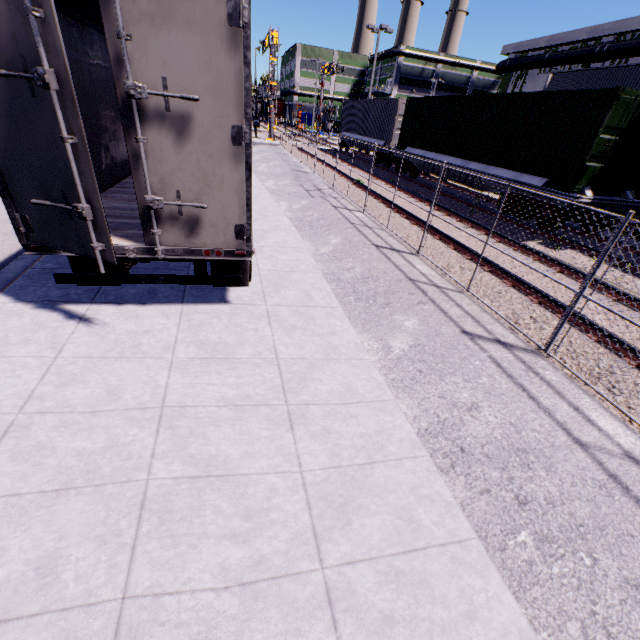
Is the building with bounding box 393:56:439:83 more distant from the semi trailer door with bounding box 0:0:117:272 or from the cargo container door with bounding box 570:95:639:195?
the semi trailer door with bounding box 0:0:117:272

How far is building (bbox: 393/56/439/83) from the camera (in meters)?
58.53

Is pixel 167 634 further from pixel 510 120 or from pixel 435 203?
pixel 510 120

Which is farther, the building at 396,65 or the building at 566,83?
the building at 396,65

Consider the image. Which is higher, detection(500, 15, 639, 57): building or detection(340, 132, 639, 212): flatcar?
detection(500, 15, 639, 57): building

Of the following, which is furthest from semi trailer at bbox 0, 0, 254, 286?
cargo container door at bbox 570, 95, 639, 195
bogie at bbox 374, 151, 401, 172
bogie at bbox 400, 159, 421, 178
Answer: bogie at bbox 374, 151, 401, 172

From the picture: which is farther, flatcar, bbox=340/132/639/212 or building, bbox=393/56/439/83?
building, bbox=393/56/439/83

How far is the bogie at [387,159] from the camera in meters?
19.7
